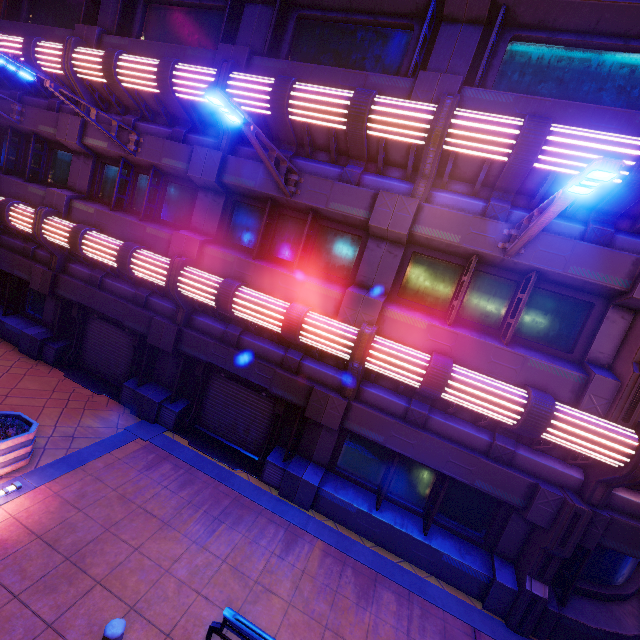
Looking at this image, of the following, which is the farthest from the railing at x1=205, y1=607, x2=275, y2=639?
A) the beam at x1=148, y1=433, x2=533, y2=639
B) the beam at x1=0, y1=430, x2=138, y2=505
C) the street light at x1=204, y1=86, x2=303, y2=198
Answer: the street light at x1=204, y1=86, x2=303, y2=198

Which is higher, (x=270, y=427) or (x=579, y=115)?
(x=579, y=115)

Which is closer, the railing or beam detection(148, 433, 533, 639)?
the railing

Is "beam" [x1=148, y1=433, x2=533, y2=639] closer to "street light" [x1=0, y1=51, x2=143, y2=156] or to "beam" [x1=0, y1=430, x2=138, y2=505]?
Answer: "beam" [x1=0, y1=430, x2=138, y2=505]

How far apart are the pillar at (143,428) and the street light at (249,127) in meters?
7.2 m

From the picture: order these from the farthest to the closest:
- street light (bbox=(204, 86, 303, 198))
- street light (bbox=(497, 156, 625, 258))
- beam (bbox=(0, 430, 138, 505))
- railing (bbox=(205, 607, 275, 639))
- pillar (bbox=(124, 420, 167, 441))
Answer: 1. pillar (bbox=(124, 420, 167, 441))
2. beam (bbox=(0, 430, 138, 505))
3. street light (bbox=(204, 86, 303, 198))
4. railing (bbox=(205, 607, 275, 639))
5. street light (bbox=(497, 156, 625, 258))

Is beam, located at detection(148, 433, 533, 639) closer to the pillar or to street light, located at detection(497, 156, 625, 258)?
the pillar

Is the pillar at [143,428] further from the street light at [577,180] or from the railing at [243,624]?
the street light at [577,180]
